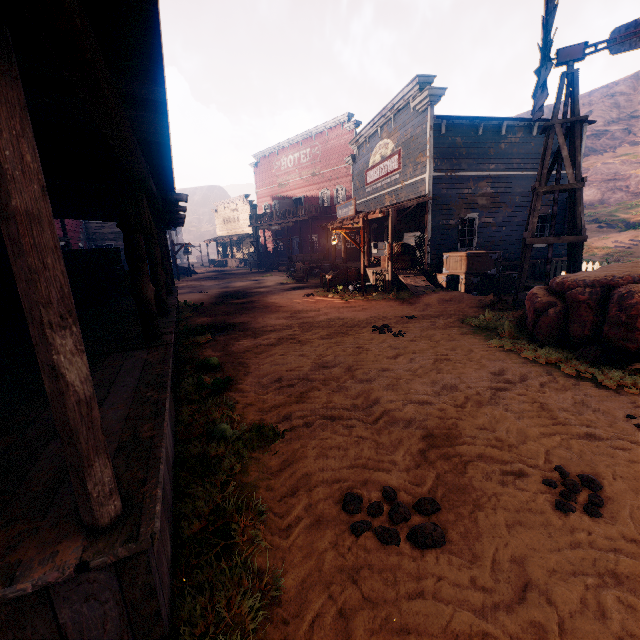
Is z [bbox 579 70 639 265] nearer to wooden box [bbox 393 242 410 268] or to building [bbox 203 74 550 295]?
building [bbox 203 74 550 295]

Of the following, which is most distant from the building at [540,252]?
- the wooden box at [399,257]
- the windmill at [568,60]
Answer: the windmill at [568,60]

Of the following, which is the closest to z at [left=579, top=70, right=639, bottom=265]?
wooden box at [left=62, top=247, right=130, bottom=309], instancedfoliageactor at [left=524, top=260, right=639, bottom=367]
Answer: instancedfoliageactor at [left=524, top=260, right=639, bottom=367]

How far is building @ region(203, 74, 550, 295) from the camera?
13.7 meters

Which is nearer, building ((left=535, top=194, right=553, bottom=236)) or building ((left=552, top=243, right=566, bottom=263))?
building ((left=535, top=194, right=553, bottom=236))

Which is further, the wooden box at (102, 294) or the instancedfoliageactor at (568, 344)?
the wooden box at (102, 294)

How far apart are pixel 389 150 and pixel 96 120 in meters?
17.3
